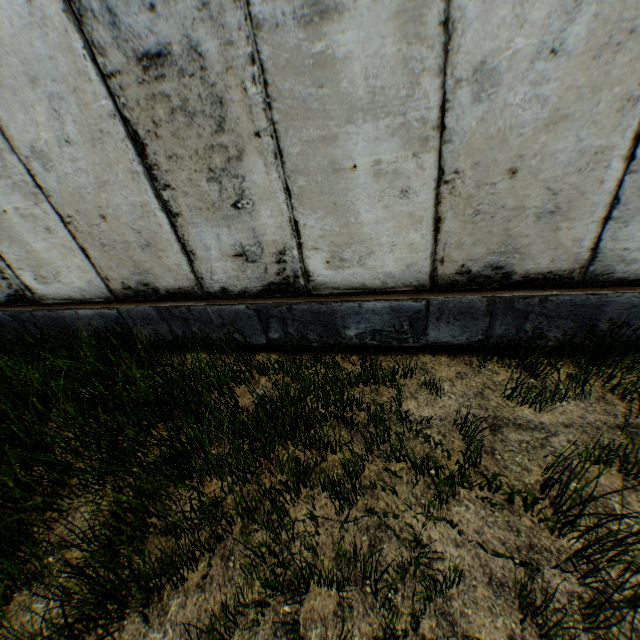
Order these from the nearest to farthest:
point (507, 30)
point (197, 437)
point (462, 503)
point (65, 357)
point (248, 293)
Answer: point (507, 30) < point (462, 503) < point (197, 437) < point (248, 293) < point (65, 357)
